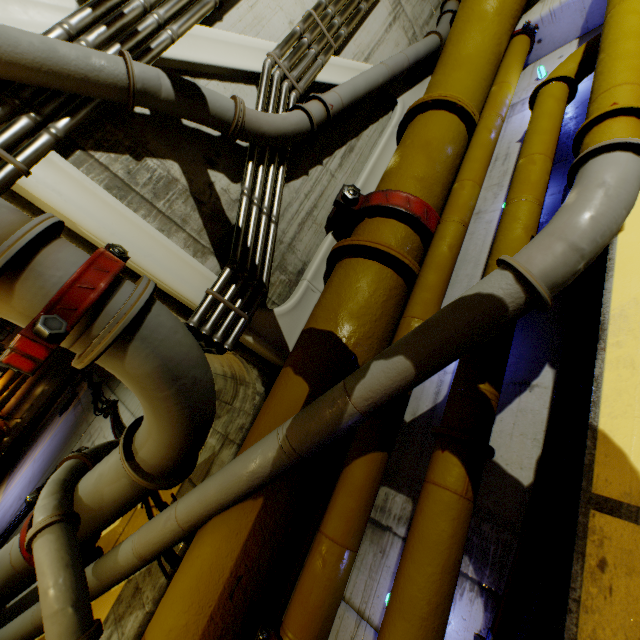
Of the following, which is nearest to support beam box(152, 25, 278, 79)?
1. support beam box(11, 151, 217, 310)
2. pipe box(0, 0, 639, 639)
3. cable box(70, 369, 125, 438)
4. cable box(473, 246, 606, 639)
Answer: pipe box(0, 0, 639, 639)

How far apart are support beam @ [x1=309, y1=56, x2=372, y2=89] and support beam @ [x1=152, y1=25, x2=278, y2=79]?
0.3 meters

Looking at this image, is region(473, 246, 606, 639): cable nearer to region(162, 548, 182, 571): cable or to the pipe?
the pipe

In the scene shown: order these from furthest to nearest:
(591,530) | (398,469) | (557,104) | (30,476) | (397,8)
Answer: (30,476)
(397,8)
(557,104)
(398,469)
(591,530)

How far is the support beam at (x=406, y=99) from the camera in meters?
3.8

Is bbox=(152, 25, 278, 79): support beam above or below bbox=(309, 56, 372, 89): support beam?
below

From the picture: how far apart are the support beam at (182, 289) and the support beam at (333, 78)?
1.7m

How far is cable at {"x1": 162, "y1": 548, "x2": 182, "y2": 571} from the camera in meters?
2.3 m
